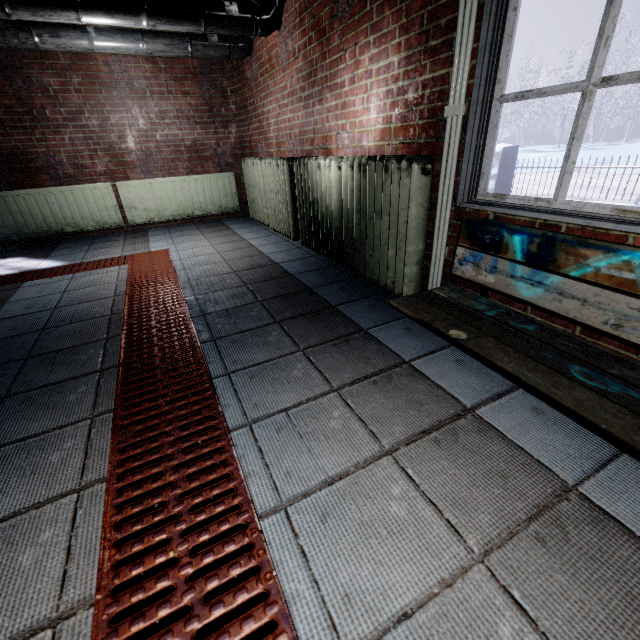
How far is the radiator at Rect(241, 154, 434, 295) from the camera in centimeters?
183cm

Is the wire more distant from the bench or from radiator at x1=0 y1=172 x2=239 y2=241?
radiator at x1=0 y1=172 x2=239 y2=241

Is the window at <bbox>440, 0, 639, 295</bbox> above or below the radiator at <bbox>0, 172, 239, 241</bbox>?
above

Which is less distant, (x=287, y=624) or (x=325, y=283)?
(x=287, y=624)

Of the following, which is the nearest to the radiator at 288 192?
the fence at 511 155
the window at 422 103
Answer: the window at 422 103

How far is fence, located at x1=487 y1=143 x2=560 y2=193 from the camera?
5.5 meters

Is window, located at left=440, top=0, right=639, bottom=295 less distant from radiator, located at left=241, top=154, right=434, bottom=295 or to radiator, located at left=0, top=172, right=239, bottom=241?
radiator, located at left=241, top=154, right=434, bottom=295

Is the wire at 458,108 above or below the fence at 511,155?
above
